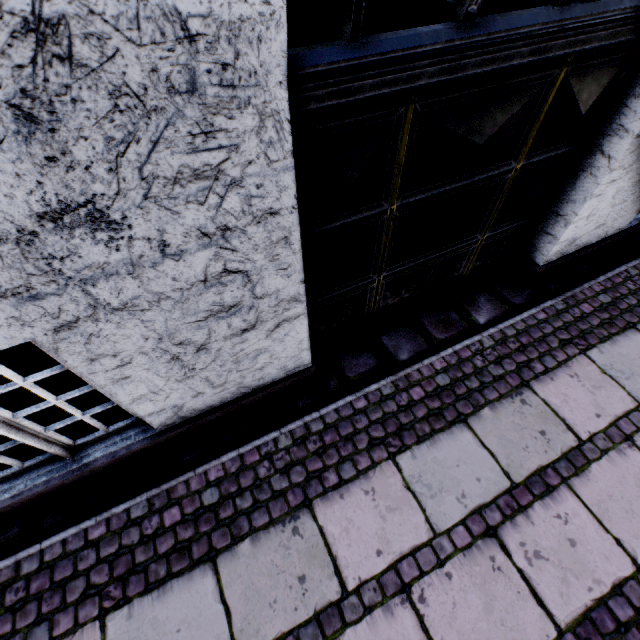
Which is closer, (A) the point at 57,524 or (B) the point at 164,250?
(B) the point at 164,250
